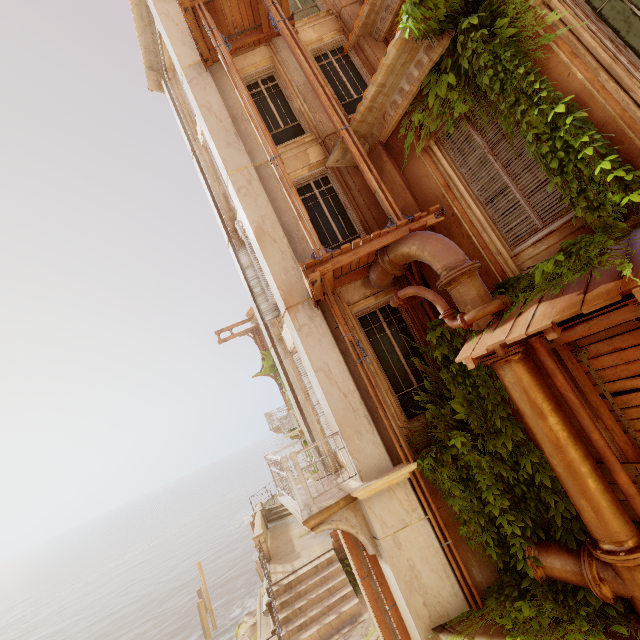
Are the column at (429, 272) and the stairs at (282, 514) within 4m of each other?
no

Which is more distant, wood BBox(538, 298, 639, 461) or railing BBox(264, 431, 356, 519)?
railing BBox(264, 431, 356, 519)

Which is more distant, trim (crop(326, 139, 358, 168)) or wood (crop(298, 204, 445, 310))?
trim (crop(326, 139, 358, 168))

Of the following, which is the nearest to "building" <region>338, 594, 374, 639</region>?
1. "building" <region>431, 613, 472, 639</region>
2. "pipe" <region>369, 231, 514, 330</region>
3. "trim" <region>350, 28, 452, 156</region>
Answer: "building" <region>431, 613, 472, 639</region>

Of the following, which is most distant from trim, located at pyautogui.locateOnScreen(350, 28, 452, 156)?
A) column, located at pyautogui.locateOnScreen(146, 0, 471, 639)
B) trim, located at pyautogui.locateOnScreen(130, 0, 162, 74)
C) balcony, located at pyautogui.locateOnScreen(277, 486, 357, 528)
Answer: trim, located at pyautogui.locateOnScreen(130, 0, 162, 74)

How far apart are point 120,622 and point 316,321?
56.5 meters

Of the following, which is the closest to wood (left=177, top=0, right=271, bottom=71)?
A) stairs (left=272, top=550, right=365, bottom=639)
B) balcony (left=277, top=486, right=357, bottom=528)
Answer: balcony (left=277, top=486, right=357, bottom=528)

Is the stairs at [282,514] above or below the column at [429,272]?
below
